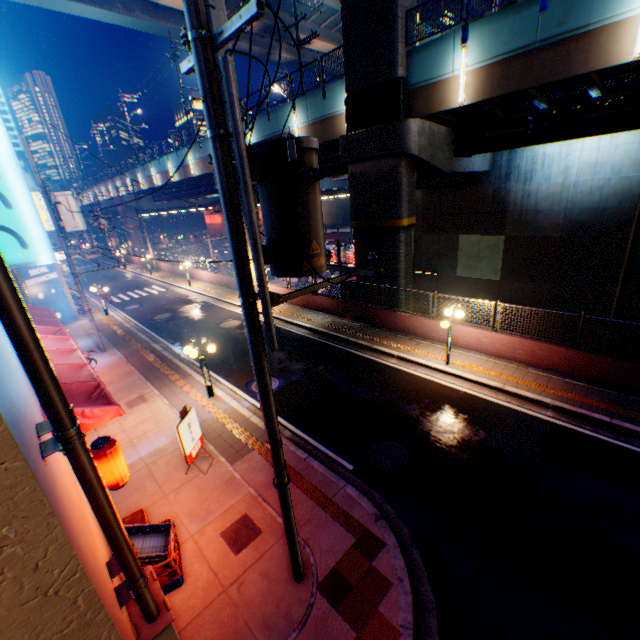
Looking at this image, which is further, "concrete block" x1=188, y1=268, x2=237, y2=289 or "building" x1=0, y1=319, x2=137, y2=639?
"concrete block" x1=188, y1=268, x2=237, y2=289

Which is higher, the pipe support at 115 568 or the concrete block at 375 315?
the pipe support at 115 568

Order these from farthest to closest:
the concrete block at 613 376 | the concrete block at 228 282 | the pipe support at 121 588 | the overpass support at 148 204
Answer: the overpass support at 148 204, the concrete block at 228 282, the concrete block at 613 376, the pipe support at 121 588

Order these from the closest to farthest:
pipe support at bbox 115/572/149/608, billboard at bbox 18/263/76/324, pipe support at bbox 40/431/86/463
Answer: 1. pipe support at bbox 40/431/86/463
2. pipe support at bbox 115/572/149/608
3. billboard at bbox 18/263/76/324

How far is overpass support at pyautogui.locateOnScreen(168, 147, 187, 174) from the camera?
29.9 meters

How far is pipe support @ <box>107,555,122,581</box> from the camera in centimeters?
461cm

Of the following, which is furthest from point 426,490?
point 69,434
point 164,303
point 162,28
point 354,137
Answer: point 162,28

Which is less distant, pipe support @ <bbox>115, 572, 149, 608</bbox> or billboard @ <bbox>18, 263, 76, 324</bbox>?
pipe support @ <bbox>115, 572, 149, 608</bbox>
